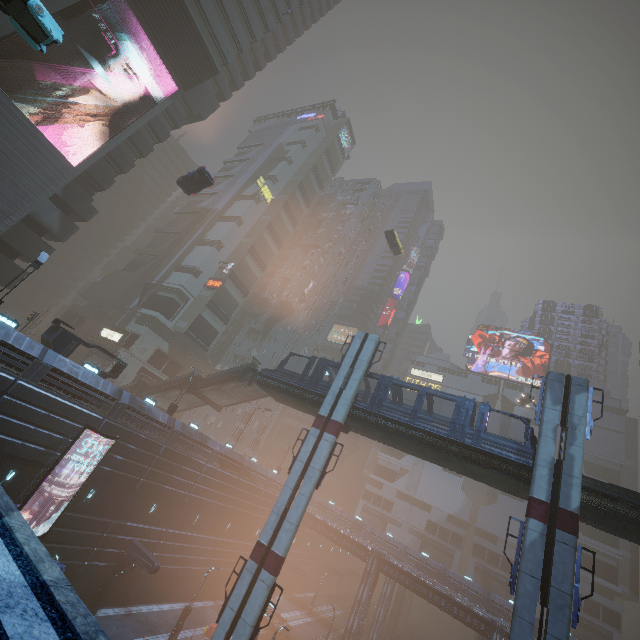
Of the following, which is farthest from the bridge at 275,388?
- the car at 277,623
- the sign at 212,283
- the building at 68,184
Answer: the sign at 212,283

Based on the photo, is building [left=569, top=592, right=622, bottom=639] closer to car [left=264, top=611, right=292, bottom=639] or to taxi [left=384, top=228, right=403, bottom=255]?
car [left=264, top=611, right=292, bottom=639]

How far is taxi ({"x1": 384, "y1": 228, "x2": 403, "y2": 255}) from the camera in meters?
45.5

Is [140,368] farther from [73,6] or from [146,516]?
[73,6]

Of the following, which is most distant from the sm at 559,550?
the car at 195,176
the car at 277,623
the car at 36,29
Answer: the car at 36,29

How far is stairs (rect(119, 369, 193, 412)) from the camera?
34.5 meters

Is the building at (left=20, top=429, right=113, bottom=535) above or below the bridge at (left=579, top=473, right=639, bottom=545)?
below
